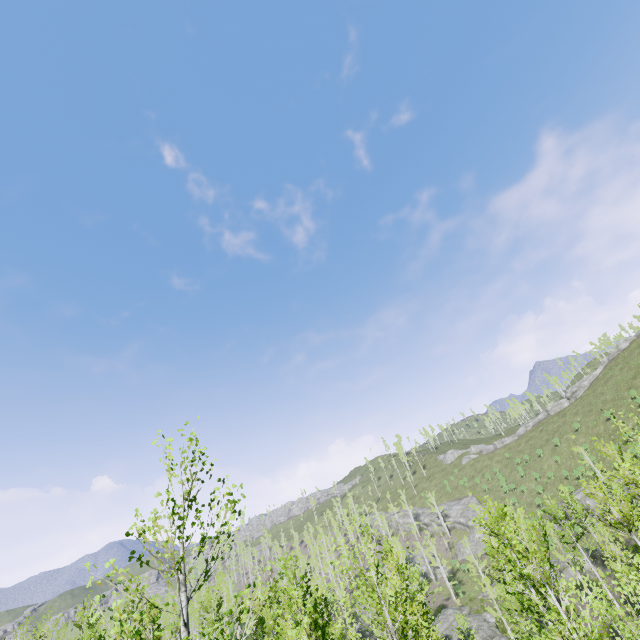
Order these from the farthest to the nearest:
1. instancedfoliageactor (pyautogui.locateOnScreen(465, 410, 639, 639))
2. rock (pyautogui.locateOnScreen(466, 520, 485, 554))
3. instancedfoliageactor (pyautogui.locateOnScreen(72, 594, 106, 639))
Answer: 1. rock (pyautogui.locateOnScreen(466, 520, 485, 554))
2. instancedfoliageactor (pyautogui.locateOnScreen(465, 410, 639, 639))
3. instancedfoliageactor (pyautogui.locateOnScreen(72, 594, 106, 639))

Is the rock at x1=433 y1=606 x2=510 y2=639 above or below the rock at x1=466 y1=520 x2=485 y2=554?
below

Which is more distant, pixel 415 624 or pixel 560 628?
pixel 415 624

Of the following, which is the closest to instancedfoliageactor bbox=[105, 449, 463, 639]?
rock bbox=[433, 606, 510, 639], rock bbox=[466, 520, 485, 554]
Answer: rock bbox=[466, 520, 485, 554]

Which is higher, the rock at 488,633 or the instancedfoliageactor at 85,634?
the instancedfoliageactor at 85,634

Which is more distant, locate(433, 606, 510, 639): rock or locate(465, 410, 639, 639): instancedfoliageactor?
locate(433, 606, 510, 639): rock

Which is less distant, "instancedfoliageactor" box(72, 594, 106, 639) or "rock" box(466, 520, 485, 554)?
"instancedfoliageactor" box(72, 594, 106, 639)

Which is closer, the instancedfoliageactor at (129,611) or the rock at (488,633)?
the instancedfoliageactor at (129,611)
